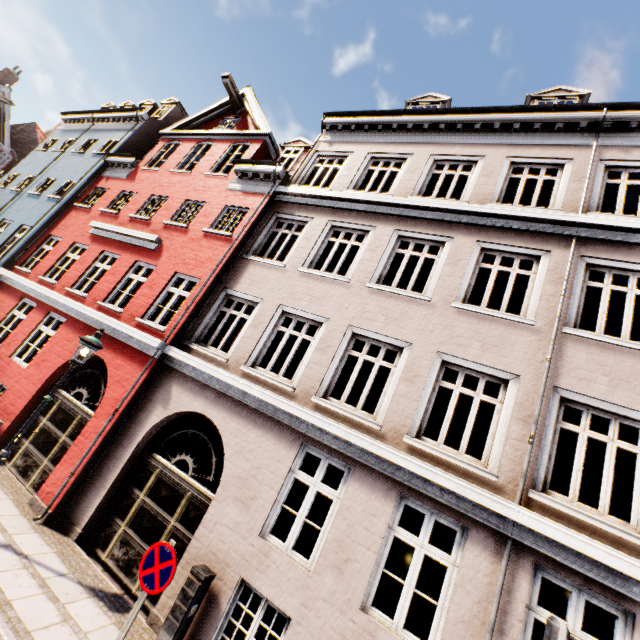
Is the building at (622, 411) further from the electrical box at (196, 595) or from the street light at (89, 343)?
the street light at (89, 343)

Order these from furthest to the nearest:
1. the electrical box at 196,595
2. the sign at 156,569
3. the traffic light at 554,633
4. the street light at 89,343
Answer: the street light at 89,343 → the electrical box at 196,595 → the sign at 156,569 → the traffic light at 554,633

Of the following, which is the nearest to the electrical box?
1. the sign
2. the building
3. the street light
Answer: the building

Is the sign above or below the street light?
below

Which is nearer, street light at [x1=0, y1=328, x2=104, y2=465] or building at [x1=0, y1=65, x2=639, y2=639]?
building at [x1=0, y1=65, x2=639, y2=639]

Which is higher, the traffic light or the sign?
the traffic light

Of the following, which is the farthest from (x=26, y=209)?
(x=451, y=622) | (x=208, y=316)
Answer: (x=451, y=622)

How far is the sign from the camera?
4.0 meters
